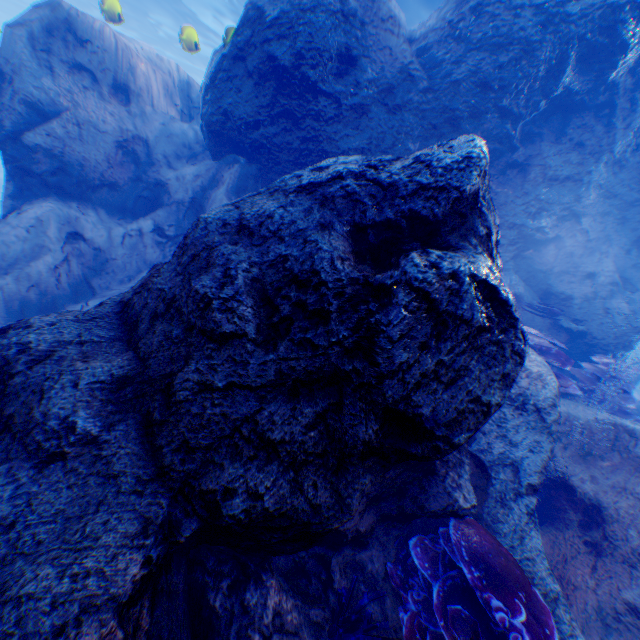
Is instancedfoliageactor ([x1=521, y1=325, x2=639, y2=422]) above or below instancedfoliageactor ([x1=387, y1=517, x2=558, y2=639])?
above

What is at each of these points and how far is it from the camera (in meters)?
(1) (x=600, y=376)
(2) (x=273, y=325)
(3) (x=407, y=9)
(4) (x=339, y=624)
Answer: (1) instancedfoliageactor, 6.50
(2) rock, 2.05
(3) light, 13.23
(4) instancedfoliageactor, 2.31

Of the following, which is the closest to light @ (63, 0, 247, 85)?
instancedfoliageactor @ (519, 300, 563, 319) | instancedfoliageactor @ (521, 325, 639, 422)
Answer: instancedfoliageactor @ (519, 300, 563, 319)

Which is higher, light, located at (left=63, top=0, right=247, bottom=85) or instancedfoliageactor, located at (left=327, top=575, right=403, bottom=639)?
light, located at (left=63, top=0, right=247, bottom=85)

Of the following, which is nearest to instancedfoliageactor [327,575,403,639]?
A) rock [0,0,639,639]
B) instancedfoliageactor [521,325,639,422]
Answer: rock [0,0,639,639]

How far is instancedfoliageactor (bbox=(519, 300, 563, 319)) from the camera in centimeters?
727cm

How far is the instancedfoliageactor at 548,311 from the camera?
7.3m

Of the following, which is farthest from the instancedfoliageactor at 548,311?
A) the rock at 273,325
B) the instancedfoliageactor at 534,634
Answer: the instancedfoliageactor at 534,634
